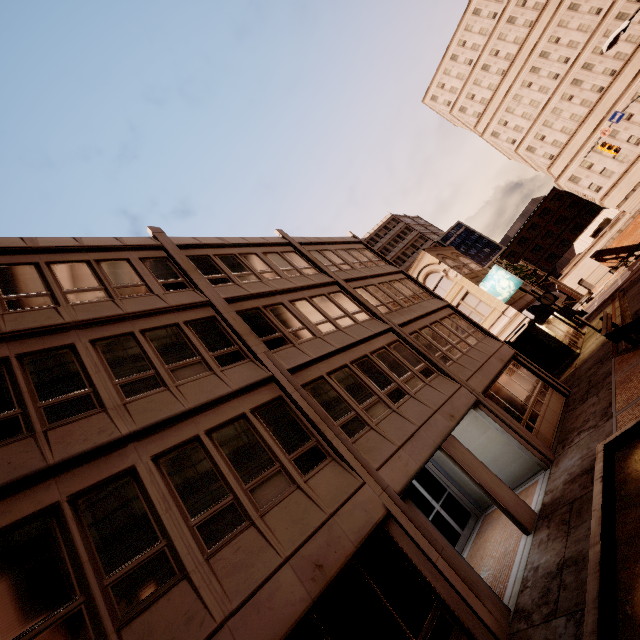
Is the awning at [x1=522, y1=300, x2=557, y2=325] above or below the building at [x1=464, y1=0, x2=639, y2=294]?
below

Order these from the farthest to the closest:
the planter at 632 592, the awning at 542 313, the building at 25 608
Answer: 1. the awning at 542 313
2. the building at 25 608
3. the planter at 632 592

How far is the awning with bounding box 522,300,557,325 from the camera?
22.4 meters

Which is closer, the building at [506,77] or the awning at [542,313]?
the awning at [542,313]

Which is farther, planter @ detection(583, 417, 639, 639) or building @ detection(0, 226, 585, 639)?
building @ detection(0, 226, 585, 639)

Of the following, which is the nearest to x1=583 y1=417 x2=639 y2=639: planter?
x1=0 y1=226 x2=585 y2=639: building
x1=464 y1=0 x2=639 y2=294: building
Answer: x1=0 y1=226 x2=585 y2=639: building

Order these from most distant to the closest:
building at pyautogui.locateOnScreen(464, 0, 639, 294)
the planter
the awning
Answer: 1. building at pyautogui.locateOnScreen(464, 0, 639, 294)
2. the awning
3. the planter

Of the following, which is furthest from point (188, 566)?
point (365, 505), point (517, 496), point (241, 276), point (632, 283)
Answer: point (632, 283)
